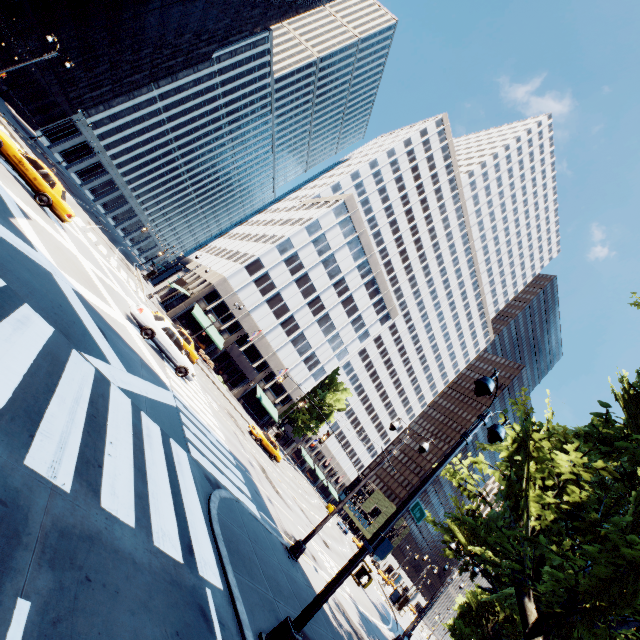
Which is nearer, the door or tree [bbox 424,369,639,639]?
tree [bbox 424,369,639,639]

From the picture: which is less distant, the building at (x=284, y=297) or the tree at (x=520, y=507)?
the tree at (x=520, y=507)

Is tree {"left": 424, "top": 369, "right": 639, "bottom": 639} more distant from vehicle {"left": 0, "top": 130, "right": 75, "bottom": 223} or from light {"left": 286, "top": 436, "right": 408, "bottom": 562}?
vehicle {"left": 0, "top": 130, "right": 75, "bottom": 223}

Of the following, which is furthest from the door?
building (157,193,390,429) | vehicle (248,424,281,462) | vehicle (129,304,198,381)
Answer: vehicle (129,304,198,381)

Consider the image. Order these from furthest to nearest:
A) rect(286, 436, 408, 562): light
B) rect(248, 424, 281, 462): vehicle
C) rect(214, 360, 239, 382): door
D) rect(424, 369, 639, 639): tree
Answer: rect(214, 360, 239, 382): door → rect(248, 424, 281, 462): vehicle → rect(286, 436, 408, 562): light → rect(424, 369, 639, 639): tree

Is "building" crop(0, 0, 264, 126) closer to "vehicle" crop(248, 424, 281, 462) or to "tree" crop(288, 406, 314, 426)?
"vehicle" crop(248, 424, 281, 462)

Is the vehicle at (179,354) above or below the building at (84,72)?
below

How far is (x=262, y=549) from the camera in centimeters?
1019cm
